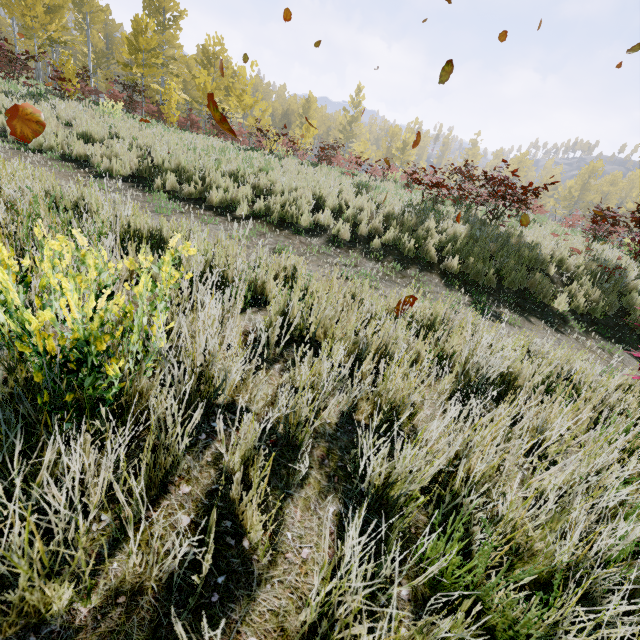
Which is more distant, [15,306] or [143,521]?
[15,306]

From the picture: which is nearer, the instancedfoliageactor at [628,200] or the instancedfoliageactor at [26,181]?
the instancedfoliageactor at [26,181]

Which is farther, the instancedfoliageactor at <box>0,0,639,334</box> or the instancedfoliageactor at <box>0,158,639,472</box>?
the instancedfoliageactor at <box>0,0,639,334</box>
